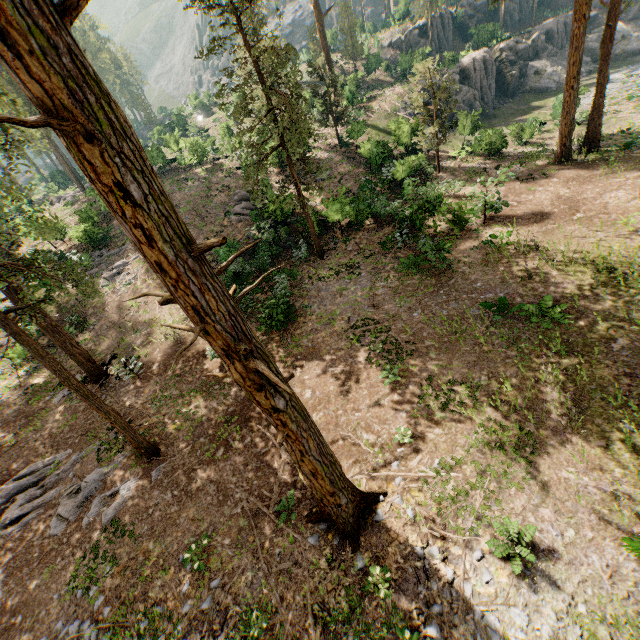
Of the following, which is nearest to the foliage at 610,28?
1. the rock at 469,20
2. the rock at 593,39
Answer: the rock at 469,20

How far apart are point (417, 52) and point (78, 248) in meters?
44.3 m

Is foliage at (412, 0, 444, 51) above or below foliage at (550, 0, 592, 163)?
above

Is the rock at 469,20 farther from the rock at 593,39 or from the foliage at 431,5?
the rock at 593,39

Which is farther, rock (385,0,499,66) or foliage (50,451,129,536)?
rock (385,0,499,66)

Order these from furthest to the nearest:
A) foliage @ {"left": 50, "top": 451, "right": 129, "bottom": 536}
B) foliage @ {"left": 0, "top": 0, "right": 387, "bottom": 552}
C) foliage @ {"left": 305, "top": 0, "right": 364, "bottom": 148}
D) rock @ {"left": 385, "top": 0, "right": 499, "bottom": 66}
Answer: rock @ {"left": 385, "top": 0, "right": 499, "bottom": 66}, foliage @ {"left": 305, "top": 0, "right": 364, "bottom": 148}, foliage @ {"left": 50, "top": 451, "right": 129, "bottom": 536}, foliage @ {"left": 0, "top": 0, "right": 387, "bottom": 552}

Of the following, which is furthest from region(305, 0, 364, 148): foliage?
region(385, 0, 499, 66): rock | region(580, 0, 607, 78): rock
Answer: region(580, 0, 607, 78): rock
